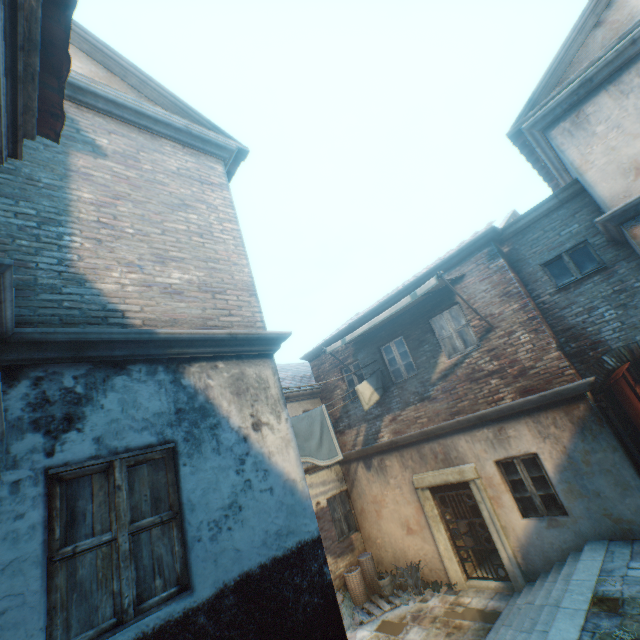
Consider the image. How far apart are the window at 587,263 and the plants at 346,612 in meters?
9.5 m

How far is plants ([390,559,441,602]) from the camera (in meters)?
8.71

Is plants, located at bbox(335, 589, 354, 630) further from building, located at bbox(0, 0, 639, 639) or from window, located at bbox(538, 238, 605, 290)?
window, located at bbox(538, 238, 605, 290)

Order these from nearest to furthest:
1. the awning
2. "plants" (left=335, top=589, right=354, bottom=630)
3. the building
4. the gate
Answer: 1. the building
2. the gate
3. the awning
4. "plants" (left=335, top=589, right=354, bottom=630)

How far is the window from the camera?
7.0m

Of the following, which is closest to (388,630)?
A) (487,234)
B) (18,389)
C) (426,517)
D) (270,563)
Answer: (426,517)

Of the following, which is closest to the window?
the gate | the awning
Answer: the awning

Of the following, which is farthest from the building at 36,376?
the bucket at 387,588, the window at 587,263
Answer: the bucket at 387,588
